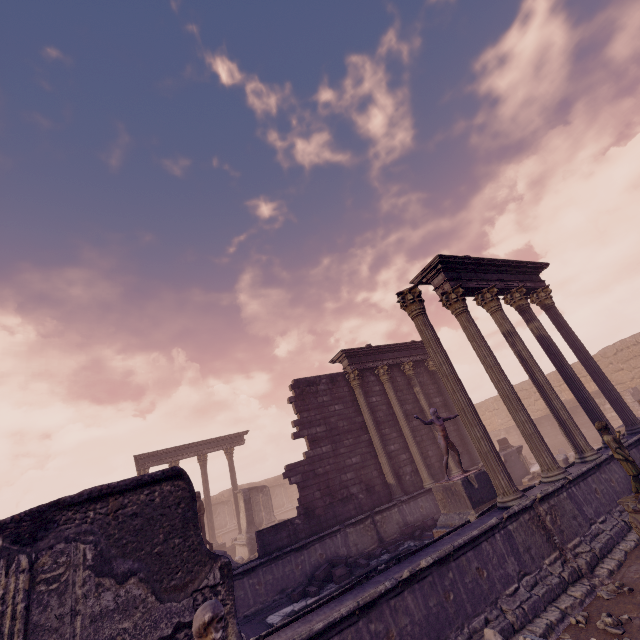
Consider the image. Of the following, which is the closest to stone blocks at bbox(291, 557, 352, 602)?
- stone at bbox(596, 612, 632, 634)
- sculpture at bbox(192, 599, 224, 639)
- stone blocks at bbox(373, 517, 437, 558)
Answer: stone blocks at bbox(373, 517, 437, 558)

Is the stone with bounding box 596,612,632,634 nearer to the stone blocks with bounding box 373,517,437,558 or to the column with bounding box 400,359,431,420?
the stone blocks with bounding box 373,517,437,558

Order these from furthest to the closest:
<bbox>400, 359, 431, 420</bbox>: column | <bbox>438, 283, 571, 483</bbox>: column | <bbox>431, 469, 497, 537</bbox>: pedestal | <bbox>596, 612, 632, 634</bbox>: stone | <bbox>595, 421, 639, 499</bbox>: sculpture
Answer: <bbox>400, 359, 431, 420</bbox>: column, <bbox>431, 469, 497, 537</bbox>: pedestal, <bbox>438, 283, 571, 483</bbox>: column, <bbox>595, 421, 639, 499</bbox>: sculpture, <bbox>596, 612, 632, 634</bbox>: stone

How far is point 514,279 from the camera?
11.7m

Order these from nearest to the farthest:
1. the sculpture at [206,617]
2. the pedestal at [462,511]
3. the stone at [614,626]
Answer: the sculpture at [206,617], the stone at [614,626], the pedestal at [462,511]

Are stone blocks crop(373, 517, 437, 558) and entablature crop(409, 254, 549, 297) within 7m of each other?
no

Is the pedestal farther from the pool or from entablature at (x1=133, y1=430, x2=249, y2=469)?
entablature at (x1=133, y1=430, x2=249, y2=469)

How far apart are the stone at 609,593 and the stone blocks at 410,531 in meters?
5.9 m
